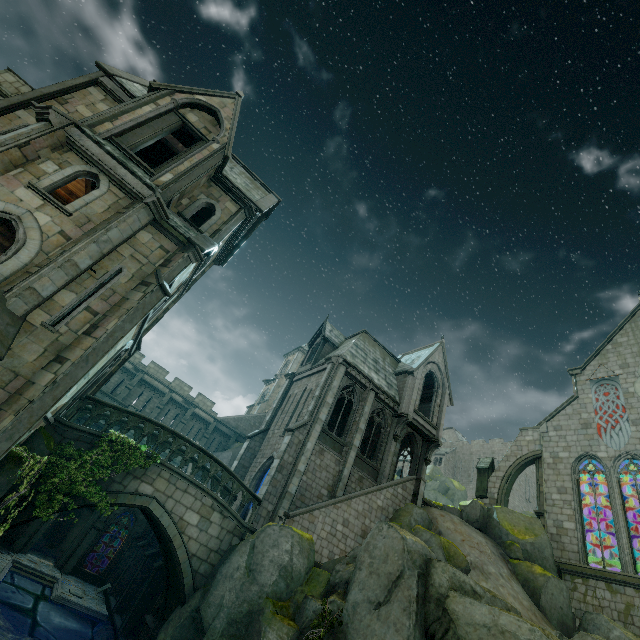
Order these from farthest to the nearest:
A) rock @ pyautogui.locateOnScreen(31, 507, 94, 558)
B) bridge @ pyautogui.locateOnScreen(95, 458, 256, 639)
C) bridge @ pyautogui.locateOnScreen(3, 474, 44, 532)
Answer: rock @ pyautogui.locateOnScreen(31, 507, 94, 558)
bridge @ pyautogui.locateOnScreen(95, 458, 256, 639)
bridge @ pyautogui.locateOnScreen(3, 474, 44, 532)

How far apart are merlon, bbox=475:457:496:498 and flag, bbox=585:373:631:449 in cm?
728

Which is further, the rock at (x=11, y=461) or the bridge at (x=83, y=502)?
the bridge at (x=83, y=502)

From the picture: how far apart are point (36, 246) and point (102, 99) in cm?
977

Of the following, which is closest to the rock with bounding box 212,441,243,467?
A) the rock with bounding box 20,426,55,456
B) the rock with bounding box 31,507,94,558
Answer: the rock with bounding box 31,507,94,558

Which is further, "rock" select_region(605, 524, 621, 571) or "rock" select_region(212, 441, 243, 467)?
"rock" select_region(212, 441, 243, 467)

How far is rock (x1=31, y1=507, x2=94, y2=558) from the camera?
26.0m

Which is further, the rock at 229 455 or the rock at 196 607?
the rock at 229 455
